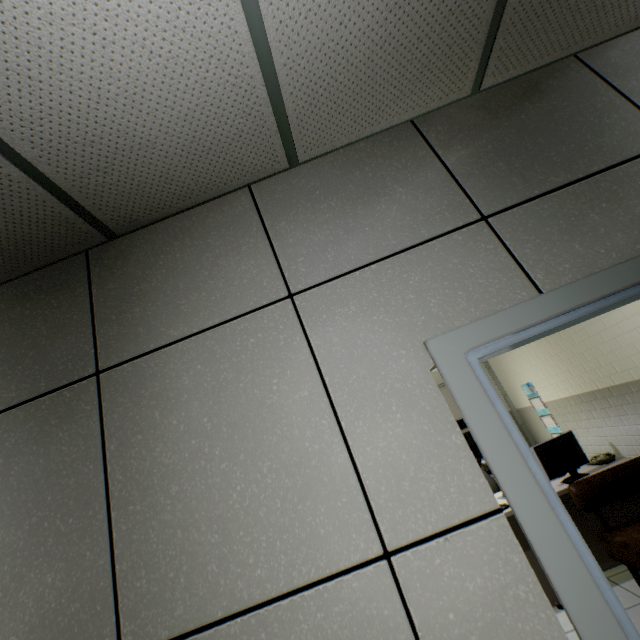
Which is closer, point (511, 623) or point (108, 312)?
point (511, 623)

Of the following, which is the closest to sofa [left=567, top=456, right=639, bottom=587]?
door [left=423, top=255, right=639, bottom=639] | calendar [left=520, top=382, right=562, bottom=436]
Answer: door [left=423, top=255, right=639, bottom=639]

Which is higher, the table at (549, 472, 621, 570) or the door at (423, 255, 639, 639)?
the door at (423, 255, 639, 639)

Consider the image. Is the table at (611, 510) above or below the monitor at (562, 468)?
below

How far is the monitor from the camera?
3.39m

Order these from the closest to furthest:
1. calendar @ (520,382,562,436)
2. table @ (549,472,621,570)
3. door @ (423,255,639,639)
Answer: door @ (423,255,639,639) < table @ (549,472,621,570) < calendar @ (520,382,562,436)

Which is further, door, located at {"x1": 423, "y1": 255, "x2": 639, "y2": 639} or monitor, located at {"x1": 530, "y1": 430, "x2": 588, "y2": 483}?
monitor, located at {"x1": 530, "y1": 430, "x2": 588, "y2": 483}

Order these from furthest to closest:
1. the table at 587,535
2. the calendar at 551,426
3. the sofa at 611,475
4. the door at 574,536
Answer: the calendar at 551,426 < the table at 587,535 < the sofa at 611,475 < the door at 574,536
